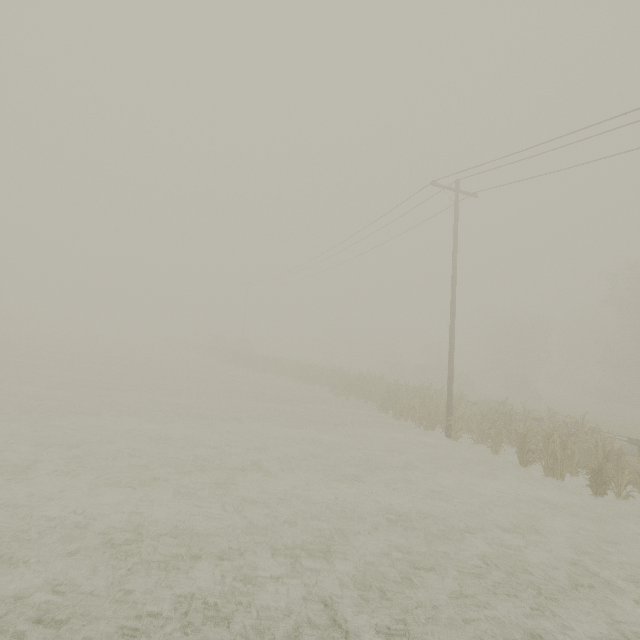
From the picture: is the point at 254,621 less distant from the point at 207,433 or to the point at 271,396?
the point at 207,433

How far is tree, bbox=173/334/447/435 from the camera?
16.55m

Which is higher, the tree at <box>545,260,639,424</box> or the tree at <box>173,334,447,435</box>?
the tree at <box>545,260,639,424</box>

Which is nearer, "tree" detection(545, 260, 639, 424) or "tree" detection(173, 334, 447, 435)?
"tree" detection(173, 334, 447, 435)

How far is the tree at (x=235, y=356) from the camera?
16.55m

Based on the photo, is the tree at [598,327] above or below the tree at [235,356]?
above
